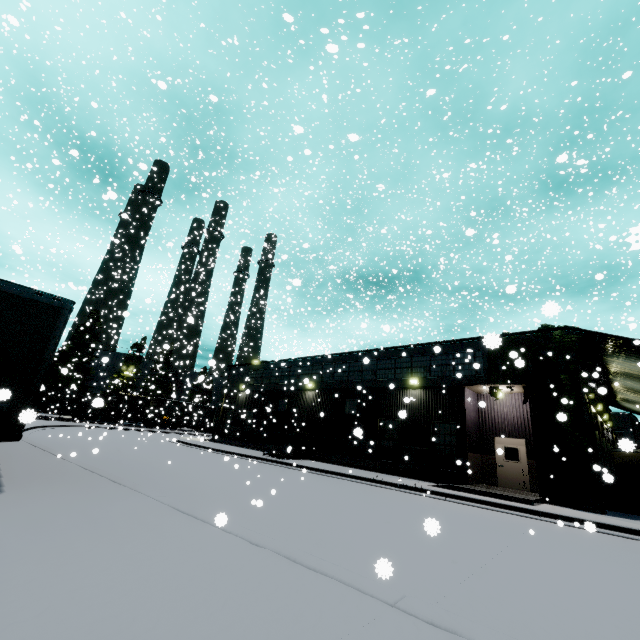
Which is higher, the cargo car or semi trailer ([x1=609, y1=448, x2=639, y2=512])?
the cargo car

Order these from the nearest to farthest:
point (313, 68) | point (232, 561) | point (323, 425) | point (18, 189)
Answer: point (232, 561), point (313, 68), point (18, 189), point (323, 425)

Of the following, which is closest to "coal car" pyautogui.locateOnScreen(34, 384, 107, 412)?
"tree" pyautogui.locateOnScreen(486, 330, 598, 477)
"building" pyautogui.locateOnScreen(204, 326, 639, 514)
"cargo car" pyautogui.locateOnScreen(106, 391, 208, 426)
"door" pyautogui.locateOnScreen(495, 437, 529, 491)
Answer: "cargo car" pyautogui.locateOnScreen(106, 391, 208, 426)

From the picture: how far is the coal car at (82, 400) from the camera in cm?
2843

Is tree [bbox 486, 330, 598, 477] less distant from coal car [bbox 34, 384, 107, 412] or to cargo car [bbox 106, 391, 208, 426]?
coal car [bbox 34, 384, 107, 412]

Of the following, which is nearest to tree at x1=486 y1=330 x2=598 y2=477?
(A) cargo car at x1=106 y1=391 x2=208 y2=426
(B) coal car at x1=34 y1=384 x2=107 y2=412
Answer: (B) coal car at x1=34 y1=384 x2=107 y2=412

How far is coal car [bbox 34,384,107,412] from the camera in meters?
28.4 m

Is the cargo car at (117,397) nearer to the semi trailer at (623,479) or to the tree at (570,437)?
the semi trailer at (623,479)
